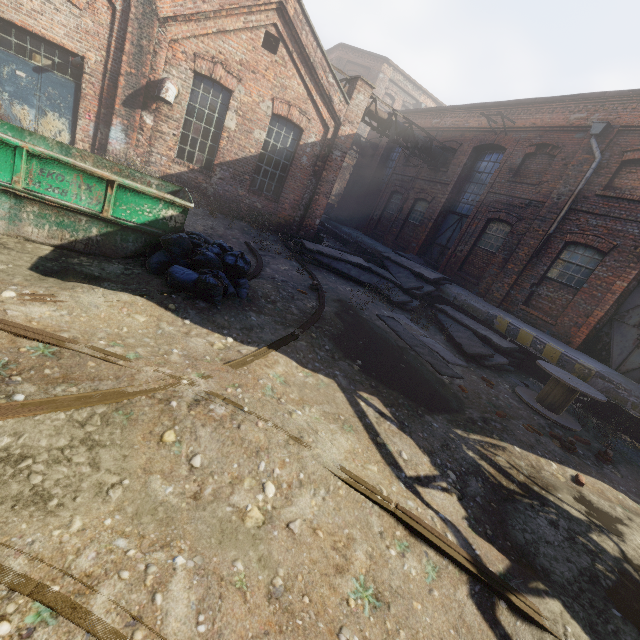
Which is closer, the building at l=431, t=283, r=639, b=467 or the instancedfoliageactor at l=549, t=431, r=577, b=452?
the instancedfoliageactor at l=549, t=431, r=577, b=452

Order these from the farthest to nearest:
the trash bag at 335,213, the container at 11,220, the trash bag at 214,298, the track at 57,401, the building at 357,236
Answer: the trash bag at 335,213, the building at 357,236, the trash bag at 214,298, the container at 11,220, the track at 57,401

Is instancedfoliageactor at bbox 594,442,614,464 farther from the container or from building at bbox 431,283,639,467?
Result: the container

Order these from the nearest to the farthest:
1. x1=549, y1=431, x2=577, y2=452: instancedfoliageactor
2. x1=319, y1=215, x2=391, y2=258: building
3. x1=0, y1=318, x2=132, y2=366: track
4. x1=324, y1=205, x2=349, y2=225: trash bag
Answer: x1=0, y1=318, x2=132, y2=366: track < x1=549, y1=431, x2=577, y2=452: instancedfoliageactor < x1=319, y1=215, x2=391, y2=258: building < x1=324, y1=205, x2=349, y2=225: trash bag

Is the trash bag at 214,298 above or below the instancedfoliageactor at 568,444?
above

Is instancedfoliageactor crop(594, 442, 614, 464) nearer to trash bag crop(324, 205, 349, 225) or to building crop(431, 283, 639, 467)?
building crop(431, 283, 639, 467)

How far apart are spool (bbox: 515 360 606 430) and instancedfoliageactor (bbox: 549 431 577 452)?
0.85m

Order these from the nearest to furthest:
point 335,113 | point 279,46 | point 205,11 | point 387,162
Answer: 1. point 205,11
2. point 279,46
3. point 335,113
4. point 387,162
